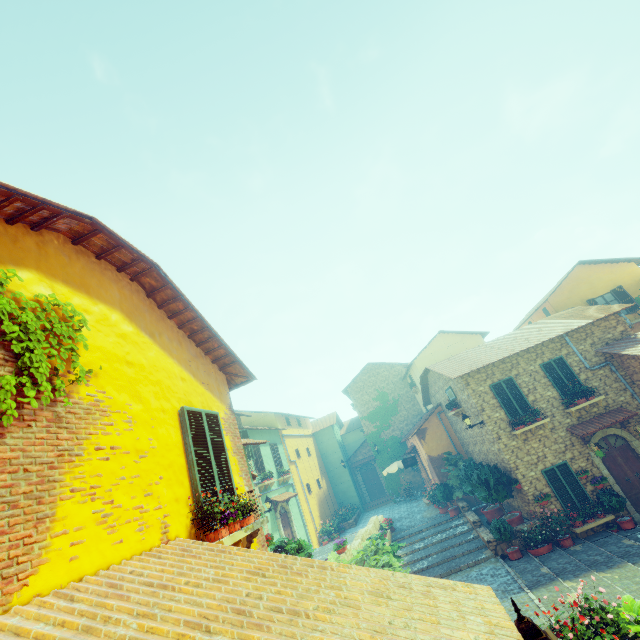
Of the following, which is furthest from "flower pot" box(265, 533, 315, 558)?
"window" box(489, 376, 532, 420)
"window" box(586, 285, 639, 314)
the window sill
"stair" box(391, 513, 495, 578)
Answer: "window" box(586, 285, 639, 314)

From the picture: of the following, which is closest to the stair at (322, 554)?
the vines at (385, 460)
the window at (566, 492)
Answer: the vines at (385, 460)

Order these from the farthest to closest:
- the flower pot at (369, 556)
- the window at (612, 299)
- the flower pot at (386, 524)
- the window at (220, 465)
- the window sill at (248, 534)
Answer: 1. the window at (612, 299)
2. the flower pot at (386, 524)
3. the flower pot at (369, 556)
4. the window at (220, 465)
5. the window sill at (248, 534)

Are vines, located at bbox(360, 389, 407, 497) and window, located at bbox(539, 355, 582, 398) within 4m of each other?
no

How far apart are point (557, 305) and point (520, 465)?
11.1 meters

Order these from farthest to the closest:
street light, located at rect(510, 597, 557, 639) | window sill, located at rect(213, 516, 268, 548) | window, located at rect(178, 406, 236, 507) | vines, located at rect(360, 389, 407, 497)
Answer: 1. vines, located at rect(360, 389, 407, 497)
2. window, located at rect(178, 406, 236, 507)
3. window sill, located at rect(213, 516, 268, 548)
4. street light, located at rect(510, 597, 557, 639)

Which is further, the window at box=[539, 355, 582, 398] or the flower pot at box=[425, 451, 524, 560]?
the window at box=[539, 355, 582, 398]

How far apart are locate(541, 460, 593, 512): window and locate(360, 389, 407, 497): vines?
14.26m
